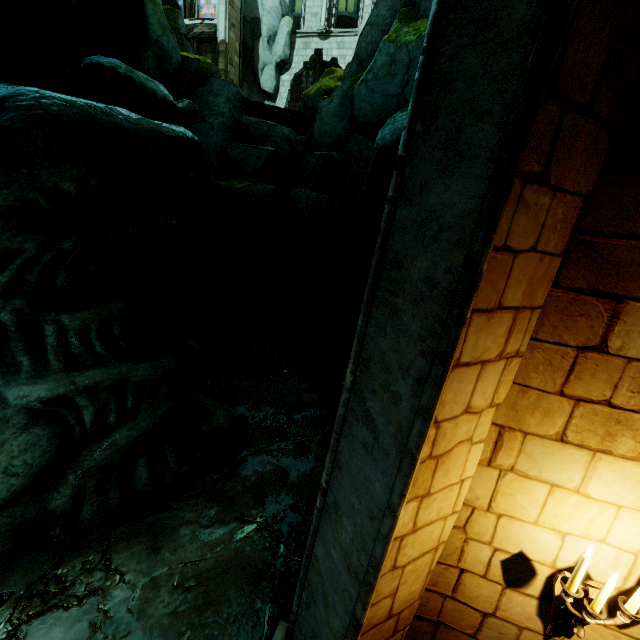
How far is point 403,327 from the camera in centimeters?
196cm

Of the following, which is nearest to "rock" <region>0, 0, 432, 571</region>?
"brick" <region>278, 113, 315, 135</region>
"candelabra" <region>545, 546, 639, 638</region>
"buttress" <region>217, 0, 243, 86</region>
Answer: "brick" <region>278, 113, 315, 135</region>

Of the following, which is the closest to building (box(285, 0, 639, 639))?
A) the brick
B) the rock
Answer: the rock

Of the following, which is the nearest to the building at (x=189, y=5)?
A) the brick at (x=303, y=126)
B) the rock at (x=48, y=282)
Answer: the rock at (x=48, y=282)

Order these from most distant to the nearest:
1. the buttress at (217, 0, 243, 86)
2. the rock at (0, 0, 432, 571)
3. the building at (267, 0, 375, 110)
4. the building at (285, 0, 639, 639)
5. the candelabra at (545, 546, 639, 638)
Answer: the building at (267, 0, 375, 110)
the buttress at (217, 0, 243, 86)
the rock at (0, 0, 432, 571)
the candelabra at (545, 546, 639, 638)
the building at (285, 0, 639, 639)

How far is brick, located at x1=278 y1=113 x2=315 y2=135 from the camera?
11.15m

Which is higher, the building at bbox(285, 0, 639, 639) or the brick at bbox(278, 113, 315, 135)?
the brick at bbox(278, 113, 315, 135)

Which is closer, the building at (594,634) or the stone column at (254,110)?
the building at (594,634)
